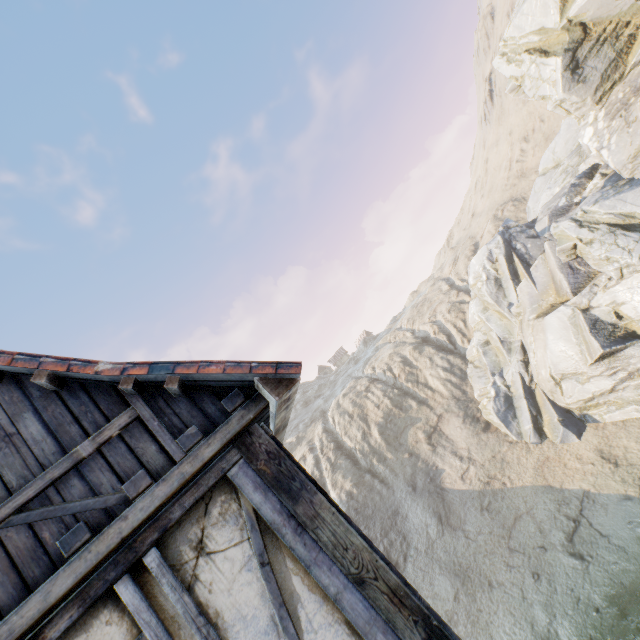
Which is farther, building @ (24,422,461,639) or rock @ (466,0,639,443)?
rock @ (466,0,639,443)

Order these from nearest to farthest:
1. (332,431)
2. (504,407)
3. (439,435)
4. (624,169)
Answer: (624,169)
(504,407)
(439,435)
(332,431)

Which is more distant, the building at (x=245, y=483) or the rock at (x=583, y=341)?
the rock at (x=583, y=341)
